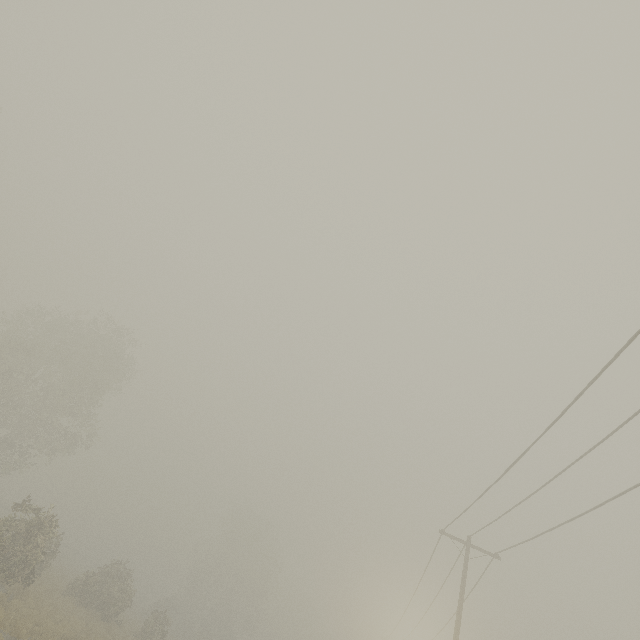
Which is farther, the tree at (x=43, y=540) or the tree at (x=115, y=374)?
the tree at (x=115, y=374)

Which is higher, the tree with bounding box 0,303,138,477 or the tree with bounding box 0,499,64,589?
the tree with bounding box 0,303,138,477

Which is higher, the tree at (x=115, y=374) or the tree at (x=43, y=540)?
the tree at (x=115, y=374)

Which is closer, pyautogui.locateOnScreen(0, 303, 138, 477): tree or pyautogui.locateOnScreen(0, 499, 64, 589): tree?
pyautogui.locateOnScreen(0, 499, 64, 589): tree

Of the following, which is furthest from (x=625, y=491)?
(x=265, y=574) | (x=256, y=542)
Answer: (x=256, y=542)
